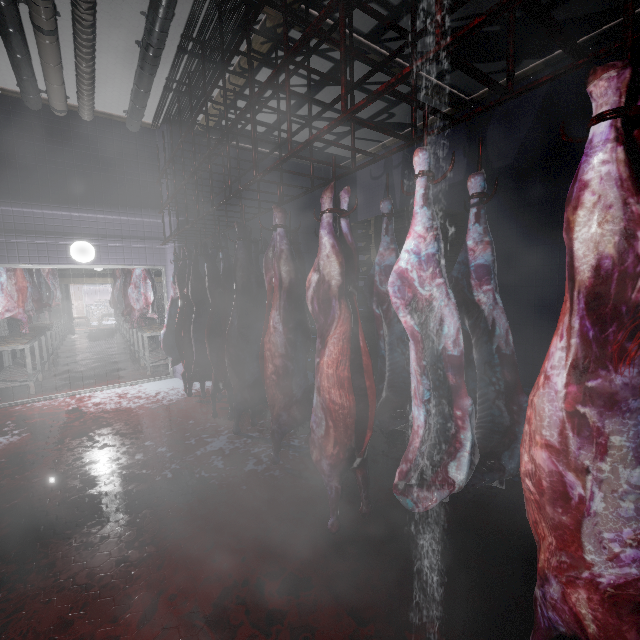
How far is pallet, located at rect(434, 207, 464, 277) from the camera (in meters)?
4.23

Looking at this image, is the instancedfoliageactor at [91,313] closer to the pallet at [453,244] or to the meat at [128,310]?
the meat at [128,310]

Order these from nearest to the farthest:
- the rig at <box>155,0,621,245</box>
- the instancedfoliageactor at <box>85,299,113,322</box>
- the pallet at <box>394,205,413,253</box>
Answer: the rig at <box>155,0,621,245</box>, the pallet at <box>394,205,413,253</box>, the instancedfoliageactor at <box>85,299,113,322</box>

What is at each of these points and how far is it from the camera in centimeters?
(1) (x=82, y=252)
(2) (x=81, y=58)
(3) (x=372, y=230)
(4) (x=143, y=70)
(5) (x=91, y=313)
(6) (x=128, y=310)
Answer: (1) light, 477cm
(2) pipe, 350cm
(3) pallet, 464cm
(4) pipe, 372cm
(5) instancedfoliageactor, 2022cm
(6) meat, 736cm

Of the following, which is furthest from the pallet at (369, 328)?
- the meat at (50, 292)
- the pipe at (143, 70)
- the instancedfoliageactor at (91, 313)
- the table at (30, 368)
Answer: the instancedfoliageactor at (91, 313)

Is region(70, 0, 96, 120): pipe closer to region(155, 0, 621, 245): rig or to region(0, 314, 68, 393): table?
region(155, 0, 621, 245): rig

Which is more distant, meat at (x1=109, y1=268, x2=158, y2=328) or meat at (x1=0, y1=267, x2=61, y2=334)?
meat at (x1=109, y1=268, x2=158, y2=328)

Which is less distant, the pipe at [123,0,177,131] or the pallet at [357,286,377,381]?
the pipe at [123,0,177,131]
